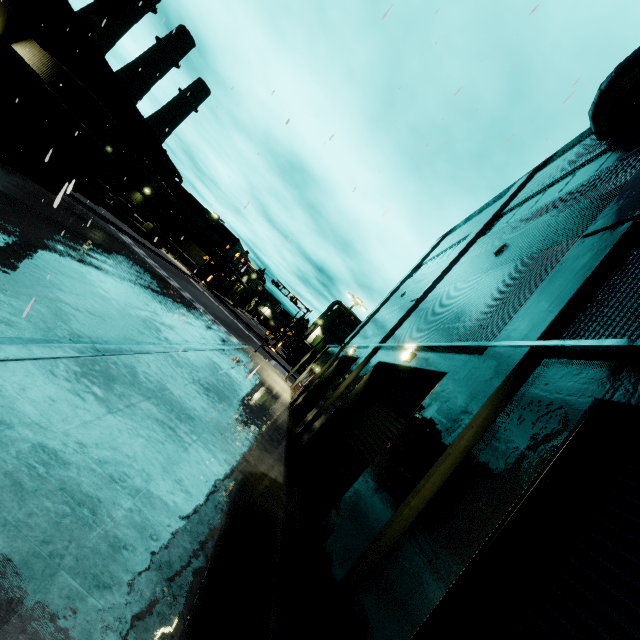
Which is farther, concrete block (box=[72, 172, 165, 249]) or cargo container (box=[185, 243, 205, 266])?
cargo container (box=[185, 243, 205, 266])

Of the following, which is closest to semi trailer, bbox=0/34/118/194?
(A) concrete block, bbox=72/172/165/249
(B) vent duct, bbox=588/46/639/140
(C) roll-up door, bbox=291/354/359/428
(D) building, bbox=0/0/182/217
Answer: (D) building, bbox=0/0/182/217

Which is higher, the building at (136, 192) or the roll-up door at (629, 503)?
the building at (136, 192)

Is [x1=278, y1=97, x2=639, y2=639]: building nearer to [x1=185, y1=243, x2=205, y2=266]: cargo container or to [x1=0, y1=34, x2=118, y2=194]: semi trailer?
[x1=0, y1=34, x2=118, y2=194]: semi trailer

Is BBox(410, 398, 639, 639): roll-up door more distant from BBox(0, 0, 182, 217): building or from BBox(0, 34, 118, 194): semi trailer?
BBox(0, 34, 118, 194): semi trailer

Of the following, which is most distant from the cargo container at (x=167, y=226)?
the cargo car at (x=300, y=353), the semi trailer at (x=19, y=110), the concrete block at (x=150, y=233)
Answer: the concrete block at (x=150, y=233)

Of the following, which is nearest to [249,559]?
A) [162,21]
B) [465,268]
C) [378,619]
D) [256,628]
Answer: [256,628]

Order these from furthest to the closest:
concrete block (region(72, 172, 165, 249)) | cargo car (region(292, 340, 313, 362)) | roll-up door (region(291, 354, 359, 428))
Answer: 1. cargo car (region(292, 340, 313, 362))
2. concrete block (region(72, 172, 165, 249))
3. roll-up door (region(291, 354, 359, 428))
